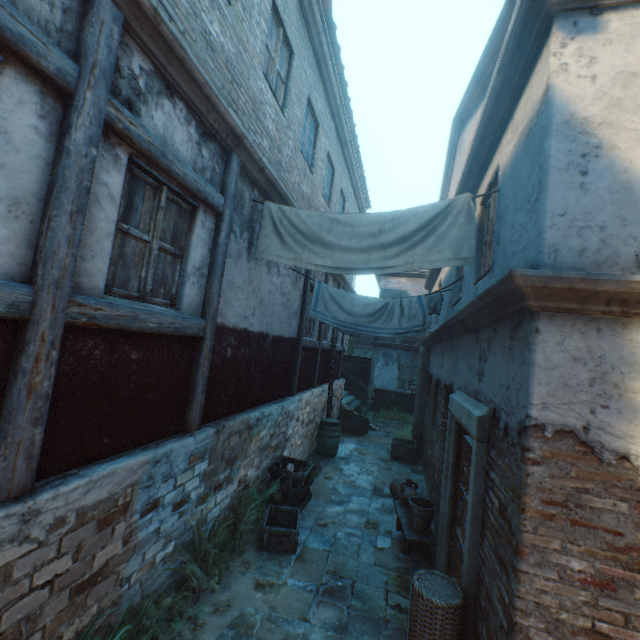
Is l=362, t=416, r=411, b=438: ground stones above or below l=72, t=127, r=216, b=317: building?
below

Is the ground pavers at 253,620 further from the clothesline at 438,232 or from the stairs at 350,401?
the clothesline at 438,232

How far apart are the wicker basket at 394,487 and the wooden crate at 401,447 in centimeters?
259cm

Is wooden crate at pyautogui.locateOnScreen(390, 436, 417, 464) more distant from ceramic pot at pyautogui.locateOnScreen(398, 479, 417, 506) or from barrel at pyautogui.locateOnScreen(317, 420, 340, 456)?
ceramic pot at pyautogui.locateOnScreen(398, 479, 417, 506)

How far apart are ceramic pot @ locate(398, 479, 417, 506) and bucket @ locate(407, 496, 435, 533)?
0.5 meters

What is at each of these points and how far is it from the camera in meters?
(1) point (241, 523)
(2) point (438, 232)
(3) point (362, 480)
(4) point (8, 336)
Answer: (1) plants, 5.0 m
(2) clothesline, 4.1 m
(3) ground pavers, 8.2 m
(4) building, 2.2 m

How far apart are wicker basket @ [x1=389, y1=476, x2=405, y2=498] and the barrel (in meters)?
2.48

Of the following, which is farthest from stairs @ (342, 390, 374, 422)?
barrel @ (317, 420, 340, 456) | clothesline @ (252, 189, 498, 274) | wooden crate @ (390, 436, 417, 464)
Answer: clothesline @ (252, 189, 498, 274)
